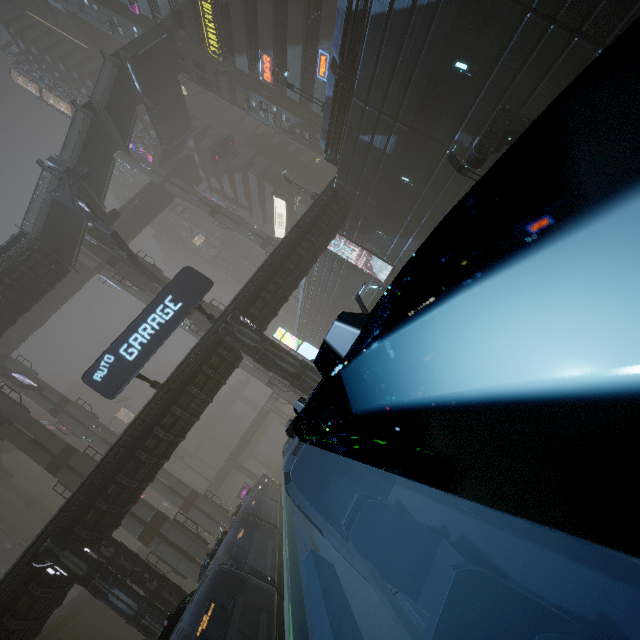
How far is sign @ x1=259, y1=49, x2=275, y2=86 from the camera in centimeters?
2917cm

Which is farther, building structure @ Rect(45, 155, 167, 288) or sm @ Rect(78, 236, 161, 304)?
sm @ Rect(78, 236, 161, 304)

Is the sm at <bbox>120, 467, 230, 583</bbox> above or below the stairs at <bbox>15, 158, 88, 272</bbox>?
below

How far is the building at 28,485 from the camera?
58.38m

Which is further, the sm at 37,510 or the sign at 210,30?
the sm at 37,510

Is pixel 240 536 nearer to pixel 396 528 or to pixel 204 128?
pixel 396 528

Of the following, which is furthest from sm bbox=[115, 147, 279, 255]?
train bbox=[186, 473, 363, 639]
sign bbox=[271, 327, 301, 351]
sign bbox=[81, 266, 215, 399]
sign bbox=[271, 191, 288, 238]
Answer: sign bbox=[81, 266, 215, 399]

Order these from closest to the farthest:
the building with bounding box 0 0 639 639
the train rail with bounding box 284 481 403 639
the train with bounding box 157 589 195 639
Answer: the train with bounding box 157 589 195 639 → the train rail with bounding box 284 481 403 639 → the building with bounding box 0 0 639 639
